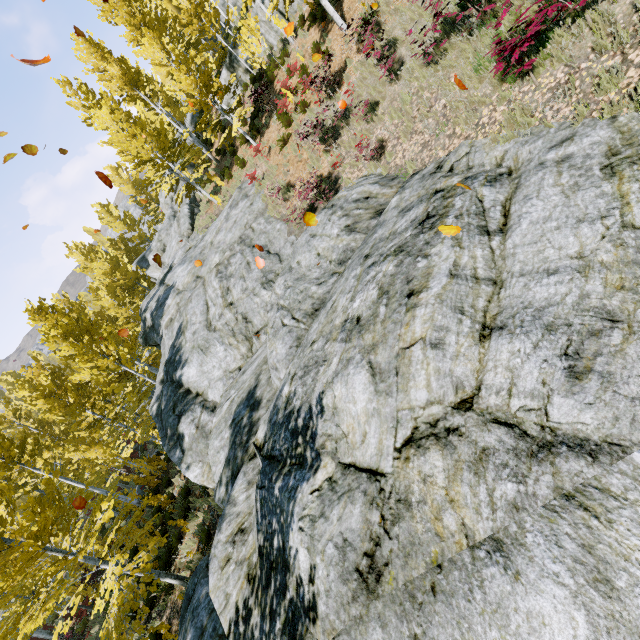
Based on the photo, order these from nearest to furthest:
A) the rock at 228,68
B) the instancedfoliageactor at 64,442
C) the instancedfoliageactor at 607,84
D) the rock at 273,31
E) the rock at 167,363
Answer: the rock at 167,363, the instancedfoliageactor at 607,84, the instancedfoliageactor at 64,442, the rock at 273,31, the rock at 228,68

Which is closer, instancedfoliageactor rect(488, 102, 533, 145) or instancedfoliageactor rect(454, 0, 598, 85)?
instancedfoliageactor rect(454, 0, 598, 85)

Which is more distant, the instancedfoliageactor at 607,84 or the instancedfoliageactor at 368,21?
the instancedfoliageactor at 368,21

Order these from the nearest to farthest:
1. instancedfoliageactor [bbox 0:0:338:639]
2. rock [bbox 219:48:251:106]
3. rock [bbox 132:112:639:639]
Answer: rock [bbox 132:112:639:639], instancedfoliageactor [bbox 0:0:338:639], rock [bbox 219:48:251:106]

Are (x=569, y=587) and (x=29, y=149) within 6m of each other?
no

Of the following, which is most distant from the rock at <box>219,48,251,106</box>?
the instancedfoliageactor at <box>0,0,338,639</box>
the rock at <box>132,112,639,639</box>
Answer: the rock at <box>132,112,639,639</box>

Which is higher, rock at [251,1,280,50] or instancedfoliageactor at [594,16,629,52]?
rock at [251,1,280,50]

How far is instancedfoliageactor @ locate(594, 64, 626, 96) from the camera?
4.6m
